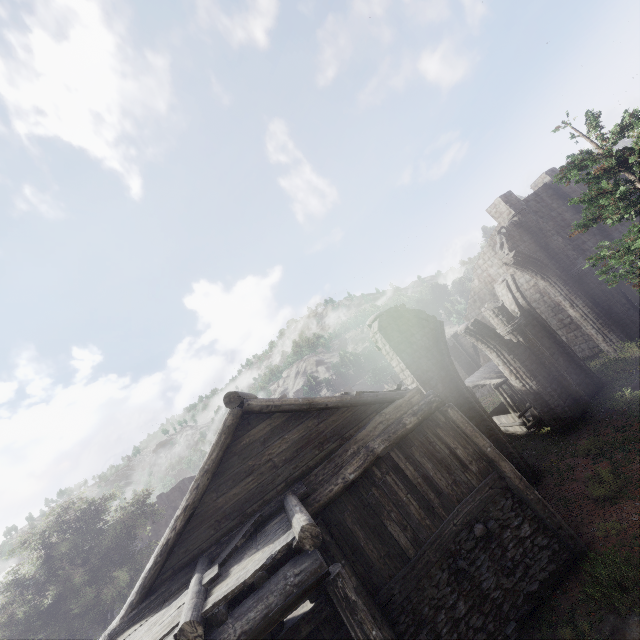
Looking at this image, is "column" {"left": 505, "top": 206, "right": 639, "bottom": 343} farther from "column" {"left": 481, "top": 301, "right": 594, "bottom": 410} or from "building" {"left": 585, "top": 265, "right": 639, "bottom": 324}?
"column" {"left": 481, "top": 301, "right": 594, "bottom": 410}

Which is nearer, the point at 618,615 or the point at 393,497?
the point at 618,615

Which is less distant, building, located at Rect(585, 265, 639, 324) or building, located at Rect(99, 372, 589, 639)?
building, located at Rect(99, 372, 589, 639)

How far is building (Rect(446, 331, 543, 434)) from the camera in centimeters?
1633cm

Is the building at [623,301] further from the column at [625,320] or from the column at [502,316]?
the column at [502,316]

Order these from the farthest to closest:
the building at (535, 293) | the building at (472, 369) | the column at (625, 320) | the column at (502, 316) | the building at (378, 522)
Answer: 1. the building at (535, 293)
2. the column at (625, 320)
3. the building at (472, 369)
4. the column at (502, 316)
5. the building at (378, 522)

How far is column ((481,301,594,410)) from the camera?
14.8m
